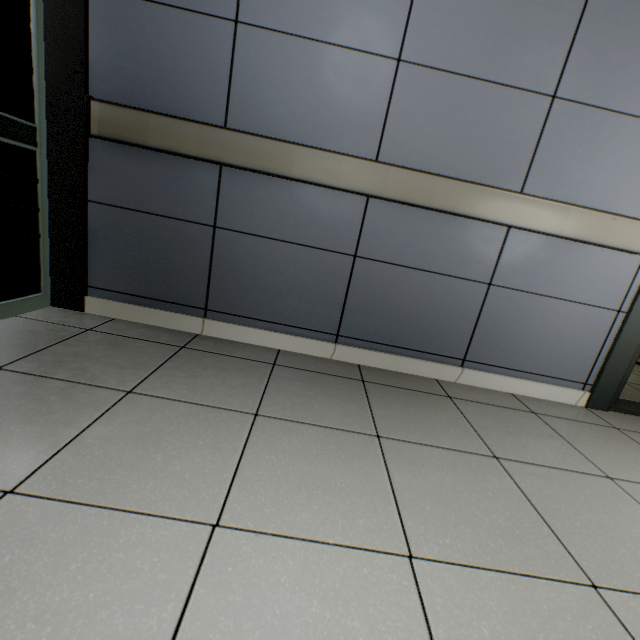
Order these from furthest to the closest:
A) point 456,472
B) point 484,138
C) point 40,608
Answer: point 484,138 < point 456,472 < point 40,608
